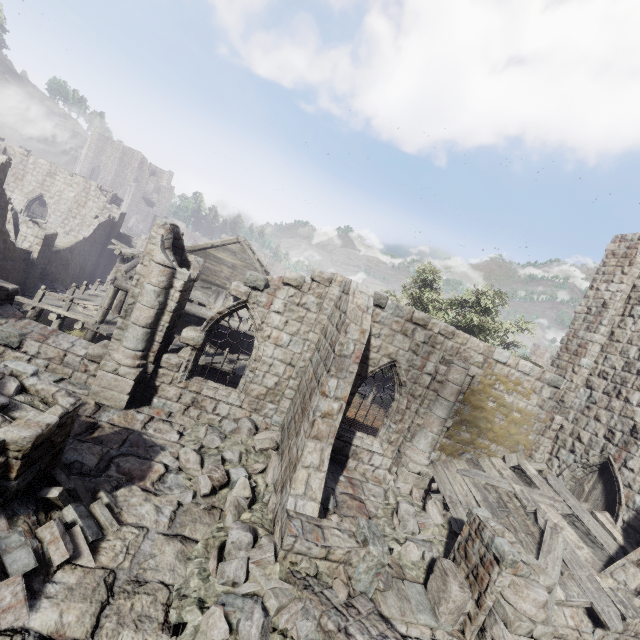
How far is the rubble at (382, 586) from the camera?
6.6m

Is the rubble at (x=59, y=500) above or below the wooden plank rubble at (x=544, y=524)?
below

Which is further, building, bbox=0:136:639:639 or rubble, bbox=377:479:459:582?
rubble, bbox=377:479:459:582

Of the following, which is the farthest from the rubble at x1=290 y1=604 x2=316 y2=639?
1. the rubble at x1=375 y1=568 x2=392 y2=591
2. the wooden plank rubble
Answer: the wooden plank rubble

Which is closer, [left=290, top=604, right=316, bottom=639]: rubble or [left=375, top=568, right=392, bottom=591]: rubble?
[left=290, top=604, right=316, bottom=639]: rubble

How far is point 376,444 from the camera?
11.5 meters

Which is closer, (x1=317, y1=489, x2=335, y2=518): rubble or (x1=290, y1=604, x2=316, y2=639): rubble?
(x1=290, y1=604, x2=316, y2=639): rubble

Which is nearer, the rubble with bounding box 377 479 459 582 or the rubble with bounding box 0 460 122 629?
the rubble with bounding box 0 460 122 629
